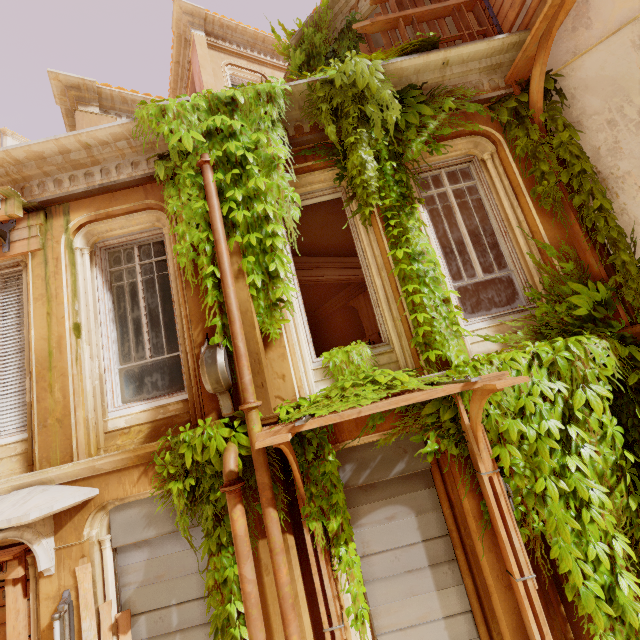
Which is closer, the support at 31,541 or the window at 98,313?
the support at 31,541

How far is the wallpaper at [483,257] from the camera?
10.3m

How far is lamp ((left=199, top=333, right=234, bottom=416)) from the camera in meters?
3.6 m

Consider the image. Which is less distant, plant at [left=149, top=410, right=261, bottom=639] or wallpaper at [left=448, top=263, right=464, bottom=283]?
plant at [left=149, top=410, right=261, bottom=639]

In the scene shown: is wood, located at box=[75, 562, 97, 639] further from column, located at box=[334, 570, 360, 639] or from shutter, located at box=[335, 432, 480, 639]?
shutter, located at box=[335, 432, 480, 639]

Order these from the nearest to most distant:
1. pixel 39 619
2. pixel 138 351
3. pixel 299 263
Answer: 1. pixel 39 619
2. pixel 138 351
3. pixel 299 263

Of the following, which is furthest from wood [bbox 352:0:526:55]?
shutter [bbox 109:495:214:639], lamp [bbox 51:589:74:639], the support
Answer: lamp [bbox 51:589:74:639]

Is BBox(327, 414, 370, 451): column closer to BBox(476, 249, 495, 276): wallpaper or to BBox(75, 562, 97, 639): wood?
BBox(75, 562, 97, 639): wood
